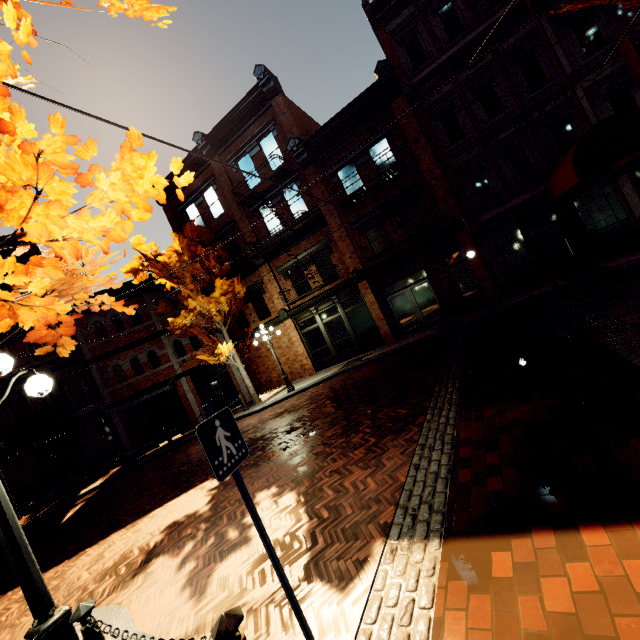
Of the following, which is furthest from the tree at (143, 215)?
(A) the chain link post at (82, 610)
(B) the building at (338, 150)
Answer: (A) the chain link post at (82, 610)

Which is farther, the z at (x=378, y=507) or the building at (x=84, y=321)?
the building at (x=84, y=321)

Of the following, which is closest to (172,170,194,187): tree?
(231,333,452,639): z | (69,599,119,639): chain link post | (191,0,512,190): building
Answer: (191,0,512,190): building

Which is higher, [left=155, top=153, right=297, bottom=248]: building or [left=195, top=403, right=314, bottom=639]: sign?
[left=155, top=153, right=297, bottom=248]: building

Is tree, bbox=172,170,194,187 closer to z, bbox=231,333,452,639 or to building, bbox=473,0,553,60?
building, bbox=473,0,553,60

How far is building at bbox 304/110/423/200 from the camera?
14.02m

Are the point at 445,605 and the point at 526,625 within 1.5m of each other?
yes

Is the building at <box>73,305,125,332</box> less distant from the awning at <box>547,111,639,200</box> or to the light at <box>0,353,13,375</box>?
the awning at <box>547,111,639,200</box>
